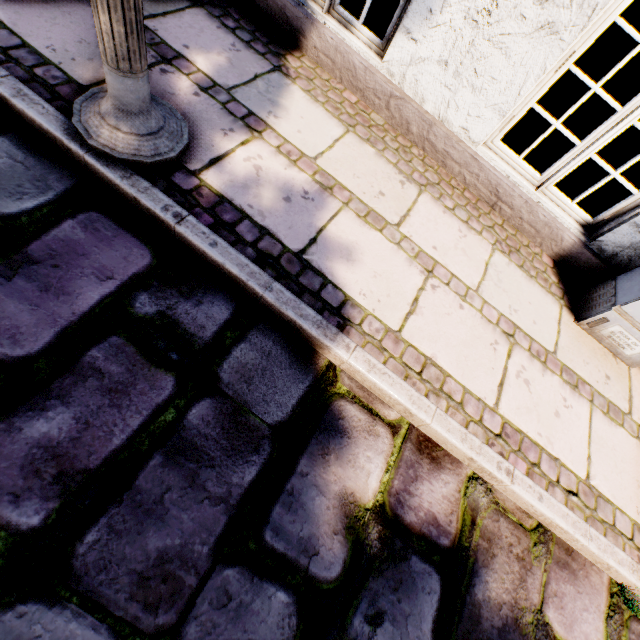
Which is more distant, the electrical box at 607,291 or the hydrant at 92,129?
the electrical box at 607,291

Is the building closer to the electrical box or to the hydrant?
the electrical box

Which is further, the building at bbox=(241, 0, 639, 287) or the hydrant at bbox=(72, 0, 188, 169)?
the building at bbox=(241, 0, 639, 287)

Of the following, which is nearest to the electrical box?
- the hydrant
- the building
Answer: the building

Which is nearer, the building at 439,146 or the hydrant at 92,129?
the hydrant at 92,129

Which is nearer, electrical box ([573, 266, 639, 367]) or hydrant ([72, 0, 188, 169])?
hydrant ([72, 0, 188, 169])

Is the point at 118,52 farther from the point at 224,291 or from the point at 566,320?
the point at 566,320
